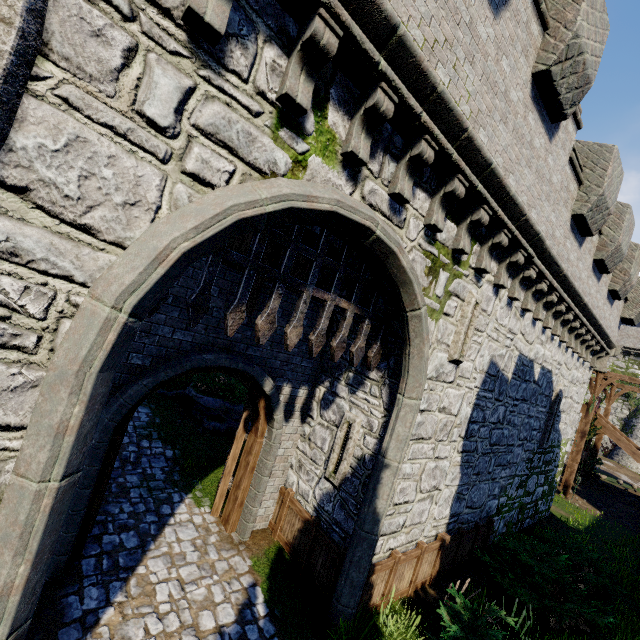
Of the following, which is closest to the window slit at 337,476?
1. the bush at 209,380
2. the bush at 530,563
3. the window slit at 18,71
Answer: the bush at 530,563

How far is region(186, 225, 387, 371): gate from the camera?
4.0 meters

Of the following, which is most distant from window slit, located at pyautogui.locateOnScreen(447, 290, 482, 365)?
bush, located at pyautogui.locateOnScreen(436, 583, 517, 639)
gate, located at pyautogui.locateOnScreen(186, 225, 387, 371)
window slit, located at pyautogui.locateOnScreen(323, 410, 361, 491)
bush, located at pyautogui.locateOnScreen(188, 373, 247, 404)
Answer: bush, located at pyautogui.locateOnScreen(188, 373, 247, 404)

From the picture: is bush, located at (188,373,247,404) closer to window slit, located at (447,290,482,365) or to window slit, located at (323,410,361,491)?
window slit, located at (323,410,361,491)

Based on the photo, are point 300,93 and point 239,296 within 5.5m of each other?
yes

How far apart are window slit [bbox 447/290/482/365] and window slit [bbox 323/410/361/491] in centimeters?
208cm

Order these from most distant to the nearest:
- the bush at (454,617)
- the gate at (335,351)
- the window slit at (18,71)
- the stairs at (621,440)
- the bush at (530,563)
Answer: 1. the stairs at (621,440)
2. the bush at (530,563)
3. the bush at (454,617)
4. the gate at (335,351)
5. the window slit at (18,71)

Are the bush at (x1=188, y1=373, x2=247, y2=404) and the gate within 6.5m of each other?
no
